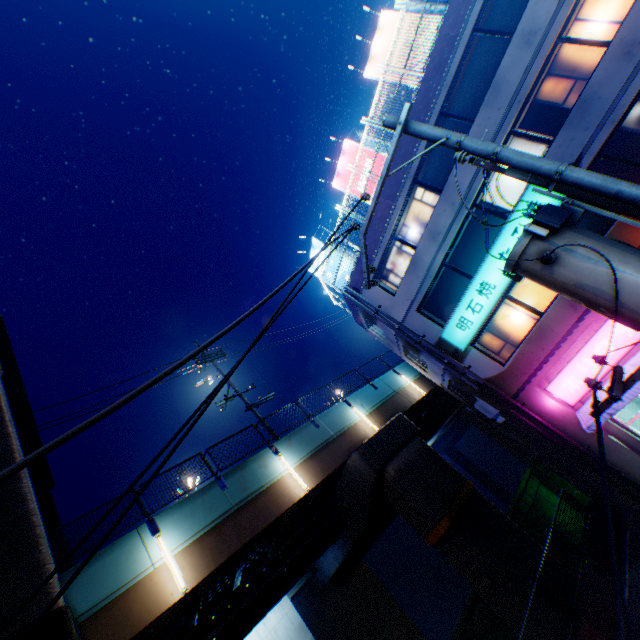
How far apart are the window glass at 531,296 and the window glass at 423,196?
4.4m

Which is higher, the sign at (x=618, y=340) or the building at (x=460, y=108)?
the building at (x=460, y=108)

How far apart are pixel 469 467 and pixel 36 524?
60.0 meters

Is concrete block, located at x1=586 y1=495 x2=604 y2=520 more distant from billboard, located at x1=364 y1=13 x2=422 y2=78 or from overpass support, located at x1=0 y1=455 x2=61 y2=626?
billboard, located at x1=364 y1=13 x2=422 y2=78

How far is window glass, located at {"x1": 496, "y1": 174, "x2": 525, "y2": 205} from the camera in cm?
1263

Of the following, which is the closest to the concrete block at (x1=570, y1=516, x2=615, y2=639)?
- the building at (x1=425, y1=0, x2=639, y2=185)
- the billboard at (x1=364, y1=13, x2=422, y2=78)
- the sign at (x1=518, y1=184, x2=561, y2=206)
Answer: the building at (x1=425, y1=0, x2=639, y2=185)

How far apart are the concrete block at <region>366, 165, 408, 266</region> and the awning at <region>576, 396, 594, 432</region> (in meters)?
10.86

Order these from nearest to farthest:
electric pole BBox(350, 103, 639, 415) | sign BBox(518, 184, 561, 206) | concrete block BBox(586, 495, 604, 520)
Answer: electric pole BBox(350, 103, 639, 415) < sign BBox(518, 184, 561, 206) < concrete block BBox(586, 495, 604, 520)
